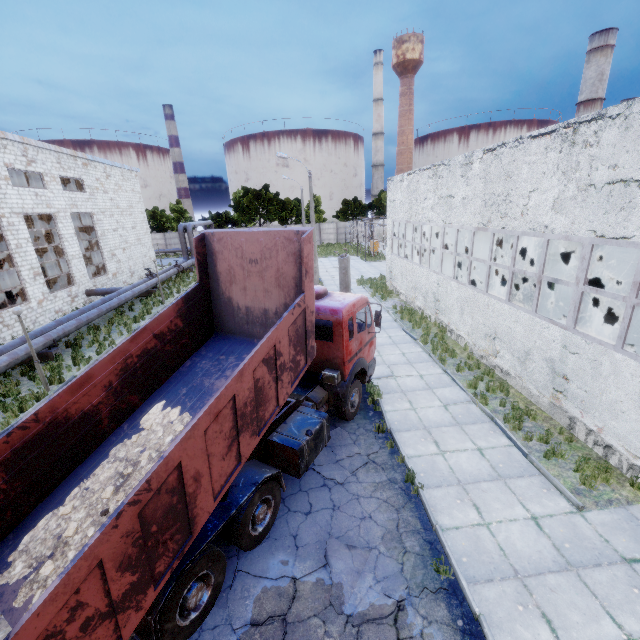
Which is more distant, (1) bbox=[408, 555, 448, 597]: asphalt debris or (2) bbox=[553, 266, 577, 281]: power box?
(2) bbox=[553, 266, 577, 281]: power box

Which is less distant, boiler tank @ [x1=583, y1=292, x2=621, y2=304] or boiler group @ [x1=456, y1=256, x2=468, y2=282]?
boiler tank @ [x1=583, y1=292, x2=621, y2=304]

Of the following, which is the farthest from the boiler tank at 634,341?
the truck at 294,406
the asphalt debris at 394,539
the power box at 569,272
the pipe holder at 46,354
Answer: the pipe holder at 46,354

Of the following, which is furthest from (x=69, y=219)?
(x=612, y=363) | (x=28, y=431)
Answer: (x=612, y=363)

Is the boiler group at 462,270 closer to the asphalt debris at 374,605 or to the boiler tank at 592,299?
the boiler tank at 592,299

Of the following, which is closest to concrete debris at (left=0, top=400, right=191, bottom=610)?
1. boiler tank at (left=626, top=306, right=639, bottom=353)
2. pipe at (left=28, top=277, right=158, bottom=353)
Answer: pipe at (left=28, top=277, right=158, bottom=353)

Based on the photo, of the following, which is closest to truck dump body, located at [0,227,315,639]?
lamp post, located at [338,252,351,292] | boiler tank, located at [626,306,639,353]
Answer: lamp post, located at [338,252,351,292]

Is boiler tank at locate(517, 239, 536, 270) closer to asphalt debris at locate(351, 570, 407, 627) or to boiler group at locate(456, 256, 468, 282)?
boiler group at locate(456, 256, 468, 282)
